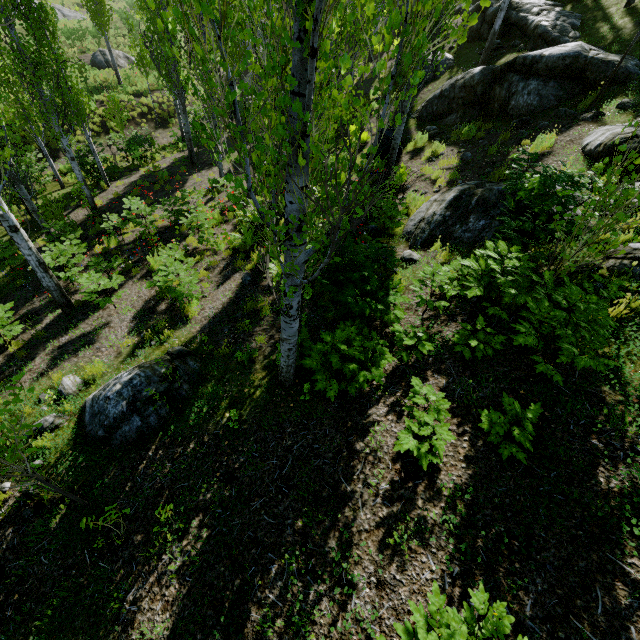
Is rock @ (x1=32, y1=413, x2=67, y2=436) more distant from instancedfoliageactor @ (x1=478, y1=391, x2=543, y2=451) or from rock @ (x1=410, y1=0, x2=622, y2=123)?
rock @ (x1=410, y1=0, x2=622, y2=123)

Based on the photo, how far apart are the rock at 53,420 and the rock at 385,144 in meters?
12.0 m

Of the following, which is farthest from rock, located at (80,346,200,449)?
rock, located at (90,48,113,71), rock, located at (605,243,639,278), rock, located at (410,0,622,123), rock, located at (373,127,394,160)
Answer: rock, located at (90,48,113,71)

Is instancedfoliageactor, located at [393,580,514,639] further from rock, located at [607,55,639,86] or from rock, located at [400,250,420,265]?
rock, located at [607,55,639,86]

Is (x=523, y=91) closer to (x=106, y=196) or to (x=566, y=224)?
(x=566, y=224)

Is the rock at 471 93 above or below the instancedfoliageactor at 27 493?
above

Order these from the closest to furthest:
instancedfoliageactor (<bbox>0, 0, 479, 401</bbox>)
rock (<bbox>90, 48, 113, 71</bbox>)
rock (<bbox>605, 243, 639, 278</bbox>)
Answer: instancedfoliageactor (<bbox>0, 0, 479, 401</bbox>)
rock (<bbox>605, 243, 639, 278</bbox>)
rock (<bbox>90, 48, 113, 71</bbox>)

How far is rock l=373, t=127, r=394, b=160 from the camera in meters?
11.6
